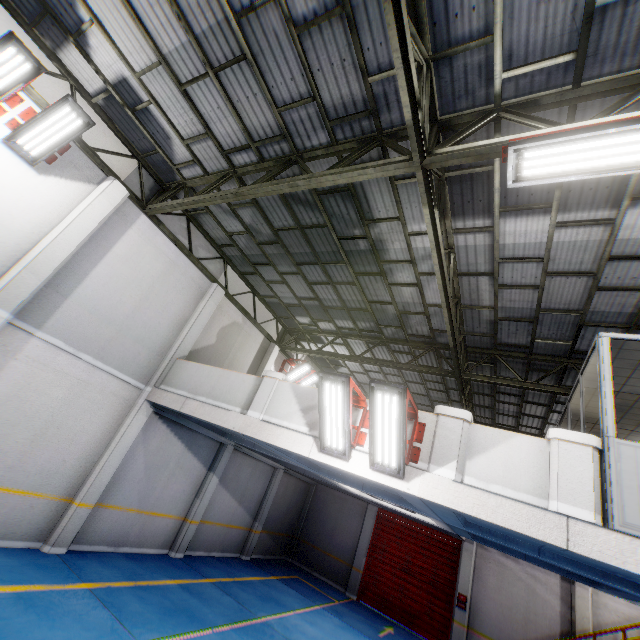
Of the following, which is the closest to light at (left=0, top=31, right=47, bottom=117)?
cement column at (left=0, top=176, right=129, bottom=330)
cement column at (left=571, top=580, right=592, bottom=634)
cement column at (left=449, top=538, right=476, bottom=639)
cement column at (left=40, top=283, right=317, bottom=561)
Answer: cement column at (left=0, top=176, right=129, bottom=330)

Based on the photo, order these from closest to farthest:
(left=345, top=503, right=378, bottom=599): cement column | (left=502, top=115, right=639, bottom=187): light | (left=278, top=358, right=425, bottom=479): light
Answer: (left=502, top=115, right=639, bottom=187): light
(left=278, top=358, right=425, bottom=479): light
(left=345, top=503, right=378, bottom=599): cement column

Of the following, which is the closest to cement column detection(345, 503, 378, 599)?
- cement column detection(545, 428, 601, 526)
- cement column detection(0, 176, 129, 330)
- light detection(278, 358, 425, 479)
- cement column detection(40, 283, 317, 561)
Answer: cement column detection(40, 283, 317, 561)

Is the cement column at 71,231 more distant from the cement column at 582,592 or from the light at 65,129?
the cement column at 582,592

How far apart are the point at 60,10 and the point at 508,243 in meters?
10.0 m

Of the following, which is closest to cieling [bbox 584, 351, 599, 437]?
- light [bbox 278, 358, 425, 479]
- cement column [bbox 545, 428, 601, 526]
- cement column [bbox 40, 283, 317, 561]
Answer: cement column [bbox 545, 428, 601, 526]

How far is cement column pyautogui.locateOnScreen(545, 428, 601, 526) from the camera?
4.3 meters

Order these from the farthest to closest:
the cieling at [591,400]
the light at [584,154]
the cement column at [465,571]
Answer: the cement column at [465,571], the cieling at [591,400], the light at [584,154]
